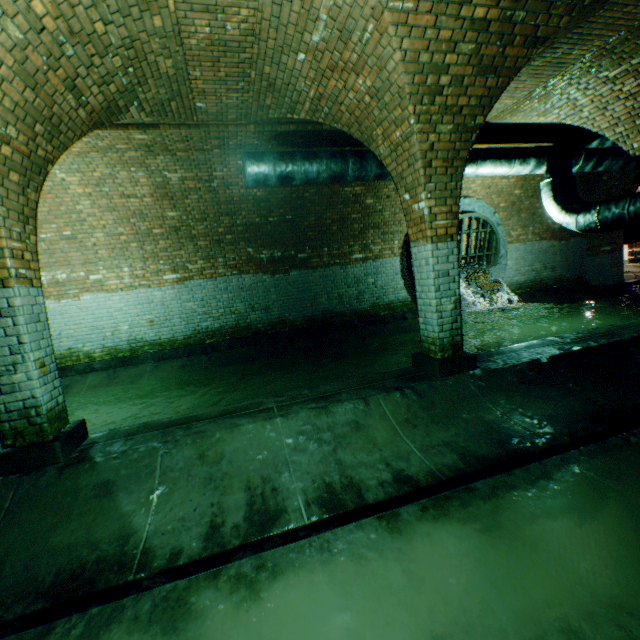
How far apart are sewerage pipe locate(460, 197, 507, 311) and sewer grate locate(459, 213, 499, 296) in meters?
0.0 m

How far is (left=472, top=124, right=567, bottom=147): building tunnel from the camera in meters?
7.0

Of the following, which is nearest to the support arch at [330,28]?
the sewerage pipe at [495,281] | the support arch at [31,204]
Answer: the support arch at [31,204]

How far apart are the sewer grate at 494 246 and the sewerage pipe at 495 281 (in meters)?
0.01

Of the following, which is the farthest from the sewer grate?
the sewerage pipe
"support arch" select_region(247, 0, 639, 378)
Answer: "support arch" select_region(247, 0, 639, 378)

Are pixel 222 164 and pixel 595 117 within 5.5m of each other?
no

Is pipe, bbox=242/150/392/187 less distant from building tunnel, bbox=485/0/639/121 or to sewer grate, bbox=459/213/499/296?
building tunnel, bbox=485/0/639/121

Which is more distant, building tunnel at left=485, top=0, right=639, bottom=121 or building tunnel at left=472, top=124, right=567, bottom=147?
building tunnel at left=472, top=124, right=567, bottom=147
